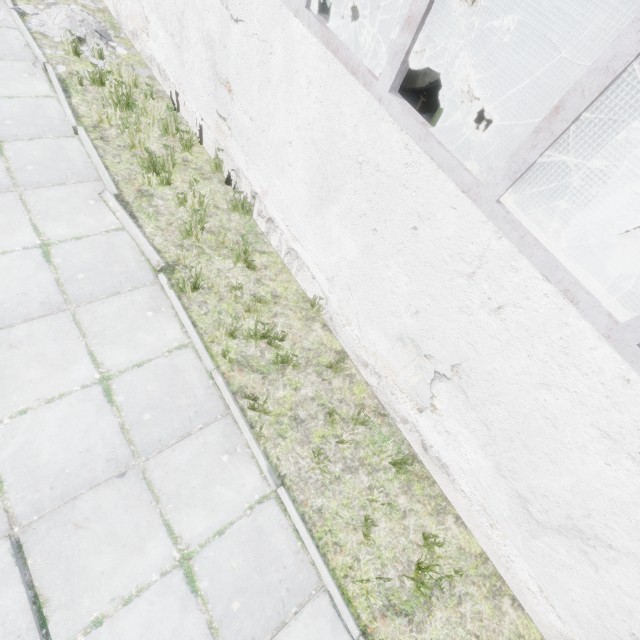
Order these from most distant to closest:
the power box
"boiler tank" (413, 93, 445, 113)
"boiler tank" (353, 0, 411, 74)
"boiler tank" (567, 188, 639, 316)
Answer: "boiler tank" (413, 93, 445, 113) → "boiler tank" (353, 0, 411, 74) → the power box → "boiler tank" (567, 188, 639, 316)

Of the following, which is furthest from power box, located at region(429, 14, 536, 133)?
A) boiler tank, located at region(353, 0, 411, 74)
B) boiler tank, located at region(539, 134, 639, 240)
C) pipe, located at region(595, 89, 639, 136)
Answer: pipe, located at region(595, 89, 639, 136)

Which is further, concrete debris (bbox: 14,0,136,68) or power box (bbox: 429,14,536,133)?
power box (bbox: 429,14,536,133)

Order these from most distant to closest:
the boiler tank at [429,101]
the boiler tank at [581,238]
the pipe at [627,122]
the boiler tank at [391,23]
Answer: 1. the pipe at [627,122]
2. the boiler tank at [429,101]
3. the boiler tank at [391,23]
4. the boiler tank at [581,238]

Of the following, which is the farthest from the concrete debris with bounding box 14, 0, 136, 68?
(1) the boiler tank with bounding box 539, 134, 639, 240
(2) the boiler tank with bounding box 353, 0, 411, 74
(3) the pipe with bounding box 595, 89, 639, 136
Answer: (3) the pipe with bounding box 595, 89, 639, 136

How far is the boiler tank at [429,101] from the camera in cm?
899

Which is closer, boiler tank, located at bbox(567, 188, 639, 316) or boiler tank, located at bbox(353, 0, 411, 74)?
boiler tank, located at bbox(567, 188, 639, 316)

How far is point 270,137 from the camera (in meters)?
4.17
